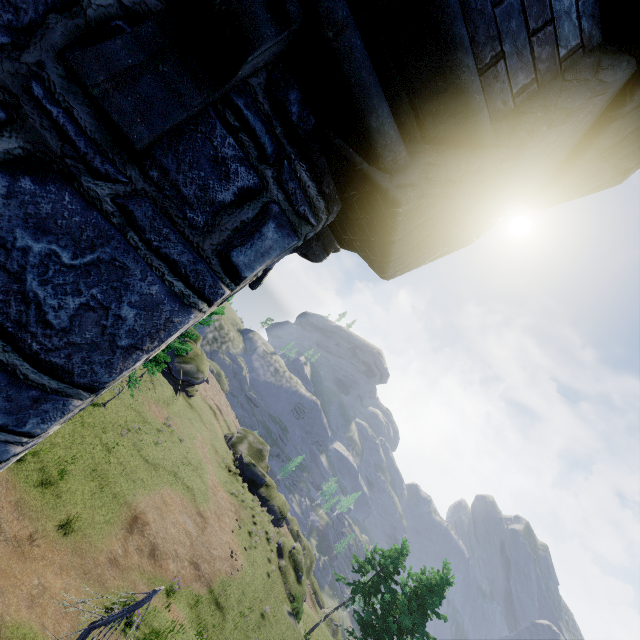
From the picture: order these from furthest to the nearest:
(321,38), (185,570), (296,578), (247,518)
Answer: (247,518) → (296,578) → (185,570) → (321,38)

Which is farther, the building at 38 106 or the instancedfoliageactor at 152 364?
the instancedfoliageactor at 152 364

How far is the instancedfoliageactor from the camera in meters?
17.6 m

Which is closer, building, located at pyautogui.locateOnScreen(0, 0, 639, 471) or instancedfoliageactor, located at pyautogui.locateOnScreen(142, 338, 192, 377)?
building, located at pyautogui.locateOnScreen(0, 0, 639, 471)

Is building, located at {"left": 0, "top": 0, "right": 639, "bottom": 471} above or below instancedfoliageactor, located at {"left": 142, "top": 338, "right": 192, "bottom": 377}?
above

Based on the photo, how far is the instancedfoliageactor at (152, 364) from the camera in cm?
1763
